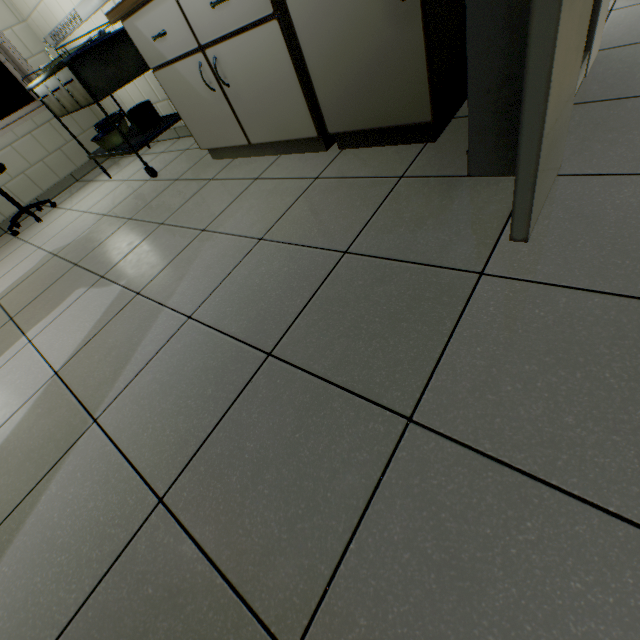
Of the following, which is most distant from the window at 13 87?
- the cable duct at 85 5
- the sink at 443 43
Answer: Answer: the sink at 443 43

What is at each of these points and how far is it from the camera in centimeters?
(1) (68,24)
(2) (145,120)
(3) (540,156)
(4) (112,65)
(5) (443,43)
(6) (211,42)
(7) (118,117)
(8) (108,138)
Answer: (1) electrical outlet, 302cm
(2) sterile container, 287cm
(3) doorway, 78cm
(4) medical table, 245cm
(5) sink, 131cm
(6) laboratory table, 170cm
(7) tray, 311cm
(8) tray, 289cm

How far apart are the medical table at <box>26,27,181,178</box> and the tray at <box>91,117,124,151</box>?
0.01m

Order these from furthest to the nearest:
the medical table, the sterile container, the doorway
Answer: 1. the sterile container
2. the medical table
3. the doorway

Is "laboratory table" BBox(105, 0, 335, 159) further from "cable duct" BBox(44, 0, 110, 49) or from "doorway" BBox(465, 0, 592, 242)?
"doorway" BBox(465, 0, 592, 242)

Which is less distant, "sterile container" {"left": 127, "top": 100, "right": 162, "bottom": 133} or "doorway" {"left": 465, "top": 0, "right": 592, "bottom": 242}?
"doorway" {"left": 465, "top": 0, "right": 592, "bottom": 242}

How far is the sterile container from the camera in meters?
2.8

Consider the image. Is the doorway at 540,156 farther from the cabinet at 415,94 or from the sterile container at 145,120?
the sterile container at 145,120
